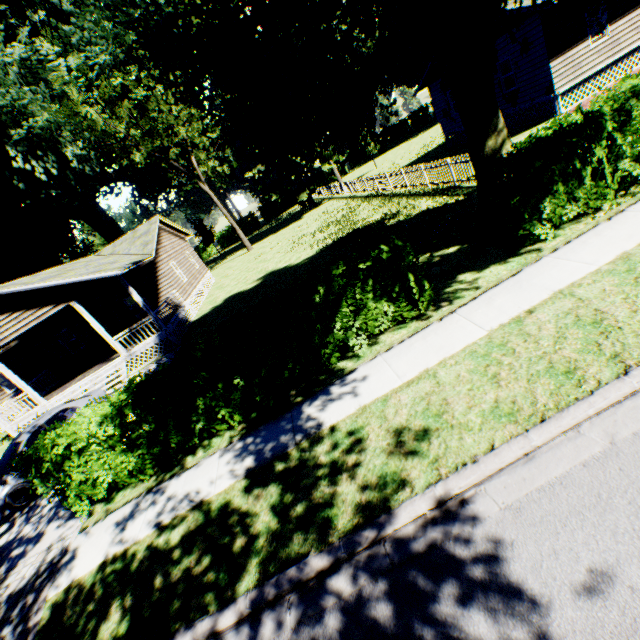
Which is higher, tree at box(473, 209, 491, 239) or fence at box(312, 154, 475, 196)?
fence at box(312, 154, 475, 196)

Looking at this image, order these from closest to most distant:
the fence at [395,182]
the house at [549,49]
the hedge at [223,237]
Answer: the fence at [395,182]
the house at [549,49]
the hedge at [223,237]

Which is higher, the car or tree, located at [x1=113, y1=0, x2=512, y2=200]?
tree, located at [x1=113, y1=0, x2=512, y2=200]

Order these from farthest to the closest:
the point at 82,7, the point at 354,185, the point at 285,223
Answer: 1. the point at 285,223
2. the point at 354,185
3. the point at 82,7

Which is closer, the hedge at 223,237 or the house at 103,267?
the house at 103,267

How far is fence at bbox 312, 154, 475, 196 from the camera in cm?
1390

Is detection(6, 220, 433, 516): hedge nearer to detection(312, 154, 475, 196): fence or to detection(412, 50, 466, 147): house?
detection(312, 154, 475, 196): fence

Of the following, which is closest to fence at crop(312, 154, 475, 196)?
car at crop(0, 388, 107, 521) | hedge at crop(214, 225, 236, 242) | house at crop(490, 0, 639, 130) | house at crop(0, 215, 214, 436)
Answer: house at crop(490, 0, 639, 130)
